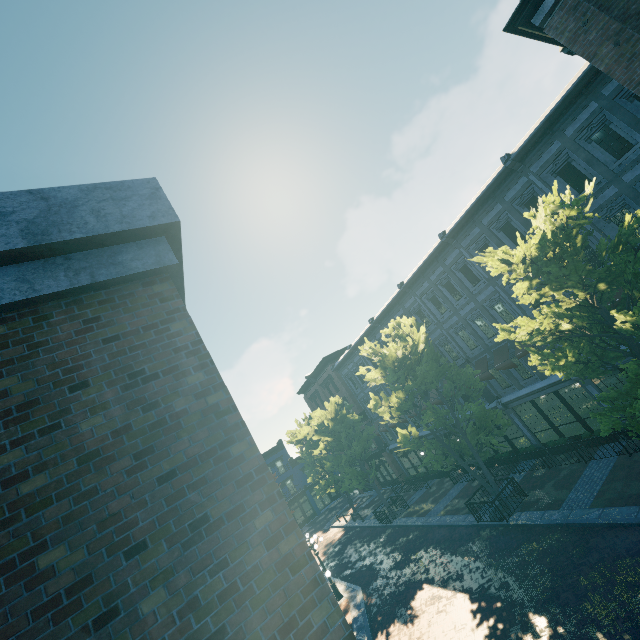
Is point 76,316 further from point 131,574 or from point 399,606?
point 399,606

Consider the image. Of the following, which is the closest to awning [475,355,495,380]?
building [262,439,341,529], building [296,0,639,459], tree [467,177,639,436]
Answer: building [296,0,639,459]

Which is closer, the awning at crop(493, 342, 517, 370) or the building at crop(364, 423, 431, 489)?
the awning at crop(493, 342, 517, 370)

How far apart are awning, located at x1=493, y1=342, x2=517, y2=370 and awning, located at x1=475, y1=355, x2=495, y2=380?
0.5 meters

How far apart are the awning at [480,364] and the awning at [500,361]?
0.50m

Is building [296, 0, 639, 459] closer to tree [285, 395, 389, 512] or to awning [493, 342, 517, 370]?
awning [493, 342, 517, 370]

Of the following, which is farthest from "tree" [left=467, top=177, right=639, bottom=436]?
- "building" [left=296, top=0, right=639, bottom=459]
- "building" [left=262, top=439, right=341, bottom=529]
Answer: "building" [left=296, top=0, right=639, bottom=459]

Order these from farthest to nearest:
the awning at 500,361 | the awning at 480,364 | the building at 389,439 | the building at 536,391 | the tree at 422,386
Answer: the building at 389,439 < the awning at 480,364 < the awning at 500,361 < the tree at 422,386 < the building at 536,391
